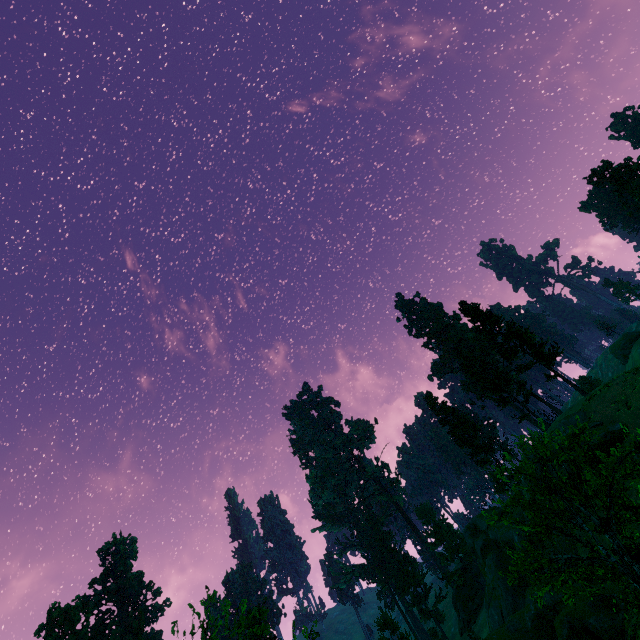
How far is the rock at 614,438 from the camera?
24.6m

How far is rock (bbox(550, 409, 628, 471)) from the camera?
24.6m

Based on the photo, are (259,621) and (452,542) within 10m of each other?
no

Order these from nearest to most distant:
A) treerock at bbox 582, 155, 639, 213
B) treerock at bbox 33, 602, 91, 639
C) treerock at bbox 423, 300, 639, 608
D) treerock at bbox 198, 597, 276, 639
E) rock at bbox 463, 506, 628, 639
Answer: treerock at bbox 423, 300, 639, 608
treerock at bbox 198, 597, 276, 639
rock at bbox 463, 506, 628, 639
treerock at bbox 582, 155, 639, 213
treerock at bbox 33, 602, 91, 639

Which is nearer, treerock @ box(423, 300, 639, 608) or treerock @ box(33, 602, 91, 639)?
treerock @ box(423, 300, 639, 608)

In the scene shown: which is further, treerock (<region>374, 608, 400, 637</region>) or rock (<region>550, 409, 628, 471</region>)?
treerock (<region>374, 608, 400, 637</region>)

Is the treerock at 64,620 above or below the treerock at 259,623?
above
